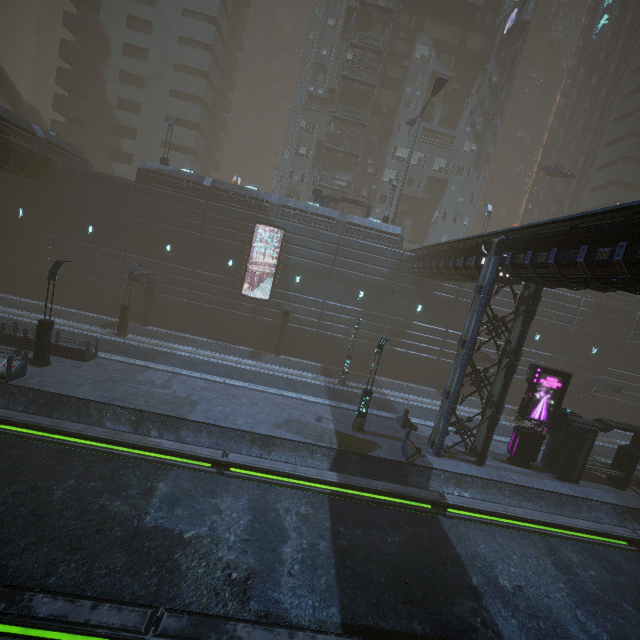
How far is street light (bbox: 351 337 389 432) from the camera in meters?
17.6 m

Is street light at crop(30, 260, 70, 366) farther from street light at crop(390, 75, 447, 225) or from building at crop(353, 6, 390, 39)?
street light at crop(390, 75, 447, 225)

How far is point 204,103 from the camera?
40.75m

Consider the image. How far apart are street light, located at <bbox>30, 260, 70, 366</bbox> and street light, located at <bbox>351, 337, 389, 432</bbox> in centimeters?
1674cm

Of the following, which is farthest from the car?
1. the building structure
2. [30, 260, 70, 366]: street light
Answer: [30, 260, 70, 366]: street light

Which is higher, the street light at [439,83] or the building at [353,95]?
the building at [353,95]

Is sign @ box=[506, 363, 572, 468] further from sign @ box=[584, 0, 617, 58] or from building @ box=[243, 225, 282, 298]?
sign @ box=[584, 0, 617, 58]

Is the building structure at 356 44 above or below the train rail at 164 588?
above
